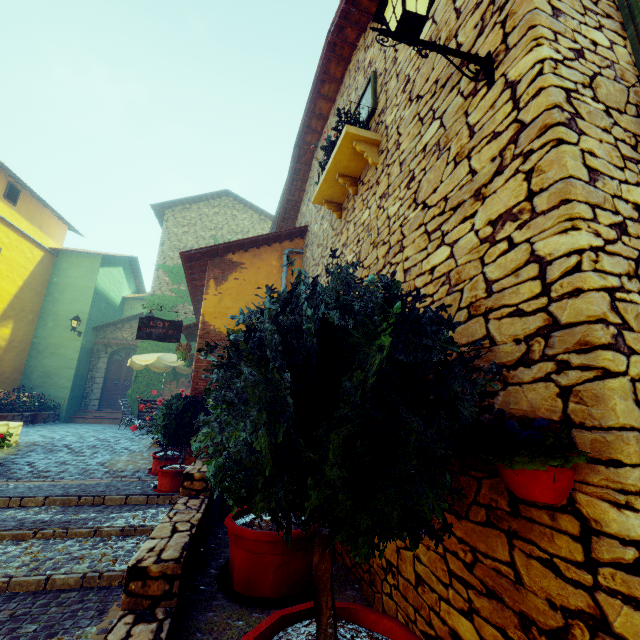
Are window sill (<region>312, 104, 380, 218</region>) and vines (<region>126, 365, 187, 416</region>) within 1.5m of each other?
no

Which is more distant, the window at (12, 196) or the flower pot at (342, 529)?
the window at (12, 196)

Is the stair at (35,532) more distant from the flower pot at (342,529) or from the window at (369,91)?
the window at (369,91)

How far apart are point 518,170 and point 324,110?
6.0m

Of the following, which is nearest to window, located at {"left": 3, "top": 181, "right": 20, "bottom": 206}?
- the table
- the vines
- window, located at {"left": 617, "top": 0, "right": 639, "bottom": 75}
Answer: the vines

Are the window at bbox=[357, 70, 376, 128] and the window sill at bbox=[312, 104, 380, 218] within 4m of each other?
yes

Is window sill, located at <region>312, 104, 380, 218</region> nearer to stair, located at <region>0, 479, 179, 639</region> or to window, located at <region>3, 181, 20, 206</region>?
stair, located at <region>0, 479, 179, 639</region>

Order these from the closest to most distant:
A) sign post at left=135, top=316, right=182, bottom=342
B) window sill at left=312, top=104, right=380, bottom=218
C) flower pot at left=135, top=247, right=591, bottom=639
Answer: flower pot at left=135, top=247, right=591, bottom=639 → window sill at left=312, top=104, right=380, bottom=218 → sign post at left=135, top=316, right=182, bottom=342
